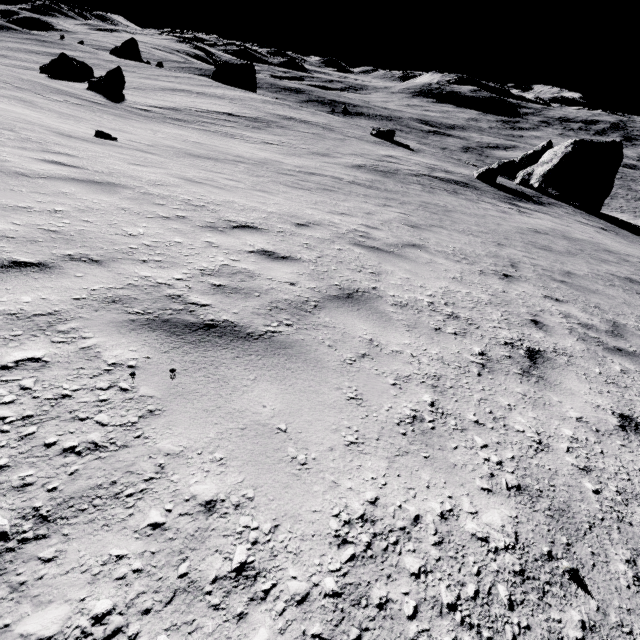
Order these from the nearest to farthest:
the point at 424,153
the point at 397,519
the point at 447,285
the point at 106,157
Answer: the point at 397,519 < the point at 447,285 < the point at 106,157 < the point at 424,153

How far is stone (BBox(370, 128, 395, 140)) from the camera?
38.5 meters

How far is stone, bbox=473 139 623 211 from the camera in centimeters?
3055cm

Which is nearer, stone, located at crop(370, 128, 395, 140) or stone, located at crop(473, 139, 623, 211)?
stone, located at crop(473, 139, 623, 211)

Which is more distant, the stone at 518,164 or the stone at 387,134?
the stone at 387,134

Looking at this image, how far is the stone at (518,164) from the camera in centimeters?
3055cm
